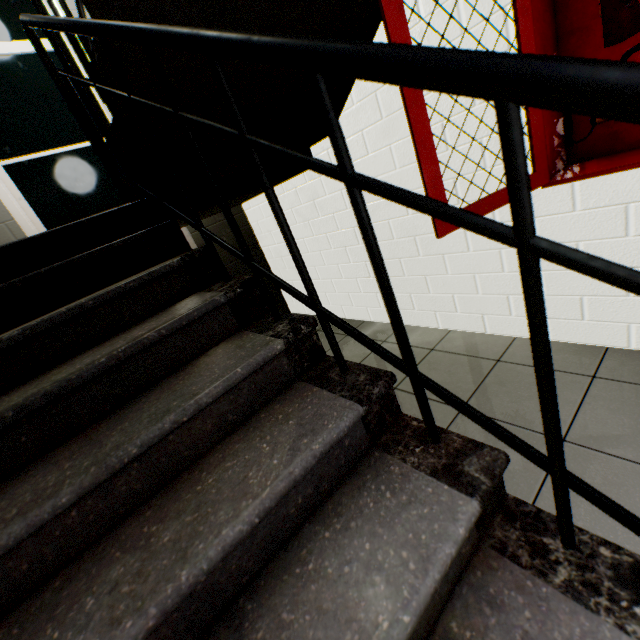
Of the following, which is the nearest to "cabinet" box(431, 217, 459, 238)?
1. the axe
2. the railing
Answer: the axe

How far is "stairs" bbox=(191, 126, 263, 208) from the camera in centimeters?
177cm

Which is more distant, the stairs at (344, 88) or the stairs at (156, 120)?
the stairs at (344, 88)

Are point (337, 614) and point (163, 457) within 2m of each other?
yes

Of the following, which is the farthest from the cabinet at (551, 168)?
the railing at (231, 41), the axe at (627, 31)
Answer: the railing at (231, 41)

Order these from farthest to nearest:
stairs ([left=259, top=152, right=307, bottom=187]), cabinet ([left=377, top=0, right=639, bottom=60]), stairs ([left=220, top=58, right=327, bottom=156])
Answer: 1. stairs ([left=259, top=152, right=307, bottom=187])
2. stairs ([left=220, top=58, right=327, bottom=156])
3. cabinet ([left=377, top=0, right=639, bottom=60])

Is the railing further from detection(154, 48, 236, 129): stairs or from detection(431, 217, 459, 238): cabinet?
detection(431, 217, 459, 238): cabinet
